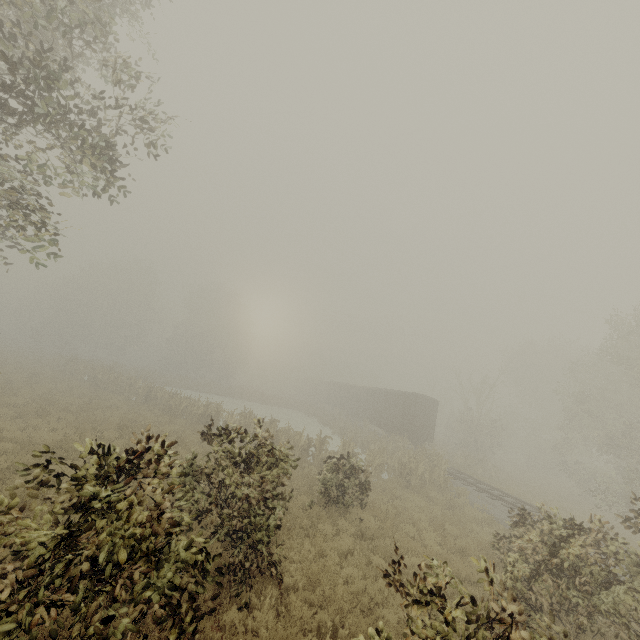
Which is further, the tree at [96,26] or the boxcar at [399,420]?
the boxcar at [399,420]

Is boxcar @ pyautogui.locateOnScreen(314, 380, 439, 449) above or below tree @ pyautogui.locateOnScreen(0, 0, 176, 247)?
below

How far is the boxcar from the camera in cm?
2759

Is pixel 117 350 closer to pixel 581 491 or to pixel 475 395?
pixel 475 395

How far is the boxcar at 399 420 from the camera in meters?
27.6 m

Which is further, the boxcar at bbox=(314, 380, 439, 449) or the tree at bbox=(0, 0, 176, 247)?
the boxcar at bbox=(314, 380, 439, 449)
